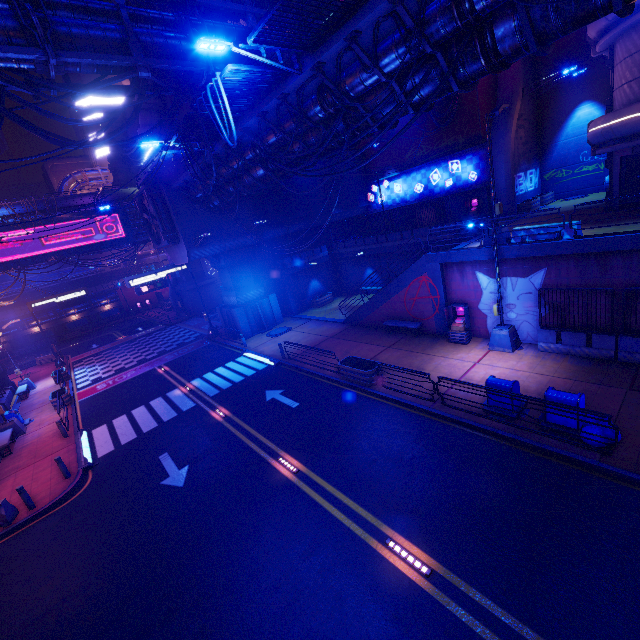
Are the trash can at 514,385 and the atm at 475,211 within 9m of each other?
no

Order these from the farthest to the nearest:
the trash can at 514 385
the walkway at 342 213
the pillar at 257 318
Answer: the walkway at 342 213, the pillar at 257 318, the trash can at 514 385

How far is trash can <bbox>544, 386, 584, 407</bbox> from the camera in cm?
913

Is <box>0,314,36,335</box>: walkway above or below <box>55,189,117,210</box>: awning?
below

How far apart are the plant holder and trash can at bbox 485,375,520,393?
4.5 meters

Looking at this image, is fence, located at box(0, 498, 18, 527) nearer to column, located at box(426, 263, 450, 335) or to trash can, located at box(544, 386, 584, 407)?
trash can, located at box(544, 386, 584, 407)

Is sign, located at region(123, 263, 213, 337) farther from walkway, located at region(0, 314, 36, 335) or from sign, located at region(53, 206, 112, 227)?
walkway, located at region(0, 314, 36, 335)

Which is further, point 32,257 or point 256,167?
point 32,257
